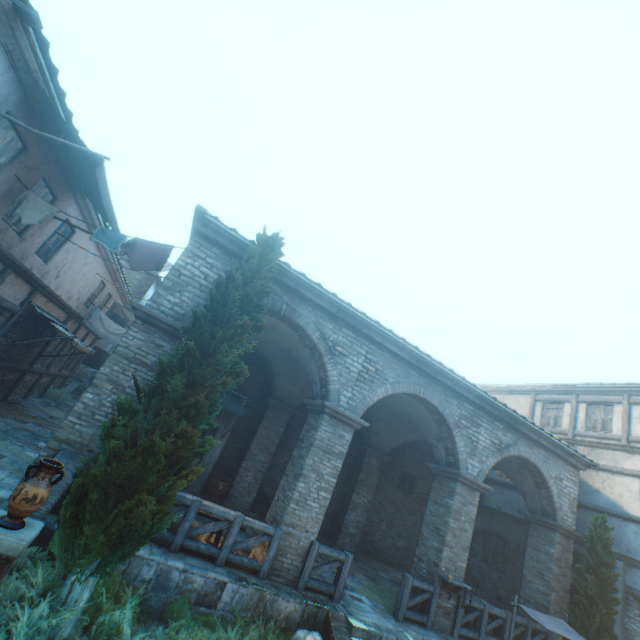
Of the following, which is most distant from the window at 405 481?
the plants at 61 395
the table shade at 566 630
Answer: the plants at 61 395

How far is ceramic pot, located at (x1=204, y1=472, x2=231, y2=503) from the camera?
11.01m

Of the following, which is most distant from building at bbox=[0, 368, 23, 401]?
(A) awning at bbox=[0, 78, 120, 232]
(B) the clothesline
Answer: (B) the clothesline

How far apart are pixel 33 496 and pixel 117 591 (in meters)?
2.65

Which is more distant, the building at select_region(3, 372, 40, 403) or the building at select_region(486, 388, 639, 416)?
the building at select_region(486, 388, 639, 416)

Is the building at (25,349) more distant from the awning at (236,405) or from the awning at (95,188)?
the awning at (236,405)

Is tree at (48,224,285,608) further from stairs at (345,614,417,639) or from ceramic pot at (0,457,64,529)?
stairs at (345,614,417,639)

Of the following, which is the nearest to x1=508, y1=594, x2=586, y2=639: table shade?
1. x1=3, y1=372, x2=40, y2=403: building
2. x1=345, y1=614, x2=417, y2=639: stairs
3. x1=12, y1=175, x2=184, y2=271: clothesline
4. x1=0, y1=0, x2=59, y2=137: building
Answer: x1=345, y1=614, x2=417, y2=639: stairs
